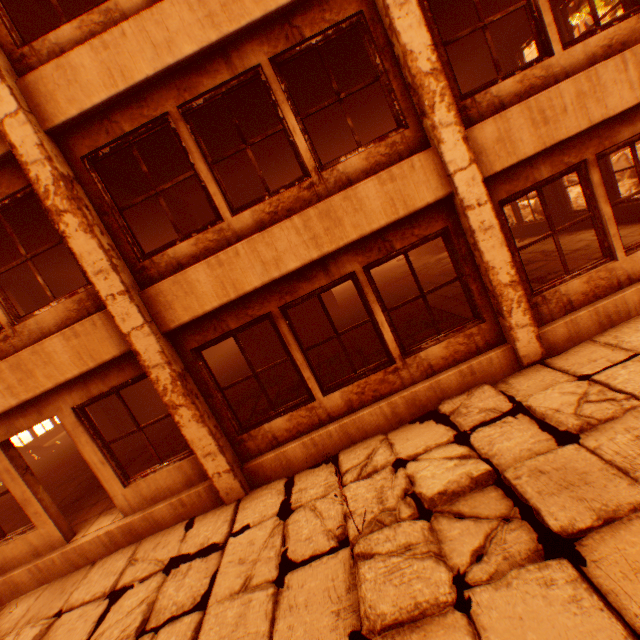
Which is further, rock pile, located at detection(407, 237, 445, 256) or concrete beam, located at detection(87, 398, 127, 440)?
rock pile, located at detection(407, 237, 445, 256)

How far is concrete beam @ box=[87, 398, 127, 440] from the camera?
9.5 meters

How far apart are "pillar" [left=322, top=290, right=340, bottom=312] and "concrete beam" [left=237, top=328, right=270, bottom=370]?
5.5m

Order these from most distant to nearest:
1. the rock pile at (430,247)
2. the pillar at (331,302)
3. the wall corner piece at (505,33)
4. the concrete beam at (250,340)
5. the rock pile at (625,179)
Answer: the rock pile at (430,247), the pillar at (331,302), the rock pile at (625,179), the concrete beam at (250,340), the wall corner piece at (505,33)

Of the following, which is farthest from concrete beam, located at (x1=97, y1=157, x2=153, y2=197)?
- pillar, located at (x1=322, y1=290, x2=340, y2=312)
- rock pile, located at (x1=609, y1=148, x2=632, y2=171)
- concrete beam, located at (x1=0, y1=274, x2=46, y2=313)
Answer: rock pile, located at (x1=609, y1=148, x2=632, y2=171)

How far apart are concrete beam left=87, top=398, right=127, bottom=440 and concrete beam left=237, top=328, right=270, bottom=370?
4.6m

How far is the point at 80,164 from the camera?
4.4m

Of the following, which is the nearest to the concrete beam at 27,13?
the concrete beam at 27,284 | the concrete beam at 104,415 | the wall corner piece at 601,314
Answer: the concrete beam at 27,284
